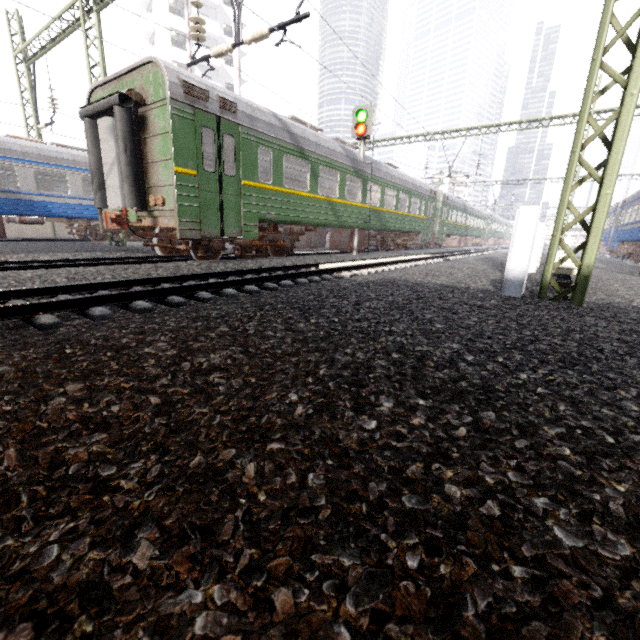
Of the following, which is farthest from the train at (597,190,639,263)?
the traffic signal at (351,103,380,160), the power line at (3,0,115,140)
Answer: the traffic signal at (351,103,380,160)

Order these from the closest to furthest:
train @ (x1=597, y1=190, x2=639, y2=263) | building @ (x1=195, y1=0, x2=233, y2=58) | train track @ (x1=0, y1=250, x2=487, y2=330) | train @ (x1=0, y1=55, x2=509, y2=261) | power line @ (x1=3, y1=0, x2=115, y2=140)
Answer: train track @ (x1=0, y1=250, x2=487, y2=330) < train @ (x1=0, y1=55, x2=509, y2=261) < power line @ (x1=3, y1=0, x2=115, y2=140) < train @ (x1=597, y1=190, x2=639, y2=263) < building @ (x1=195, y1=0, x2=233, y2=58)

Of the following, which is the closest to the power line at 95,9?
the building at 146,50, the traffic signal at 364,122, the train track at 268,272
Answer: the train track at 268,272

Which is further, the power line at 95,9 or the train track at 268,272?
the power line at 95,9

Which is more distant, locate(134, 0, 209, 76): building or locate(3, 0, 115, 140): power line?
locate(134, 0, 209, 76): building

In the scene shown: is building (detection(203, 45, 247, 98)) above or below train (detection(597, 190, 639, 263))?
above

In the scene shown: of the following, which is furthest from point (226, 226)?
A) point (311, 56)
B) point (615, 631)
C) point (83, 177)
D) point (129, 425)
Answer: point (83, 177)

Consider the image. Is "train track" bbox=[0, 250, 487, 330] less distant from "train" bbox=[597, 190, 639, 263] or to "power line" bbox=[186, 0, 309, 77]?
"power line" bbox=[186, 0, 309, 77]
